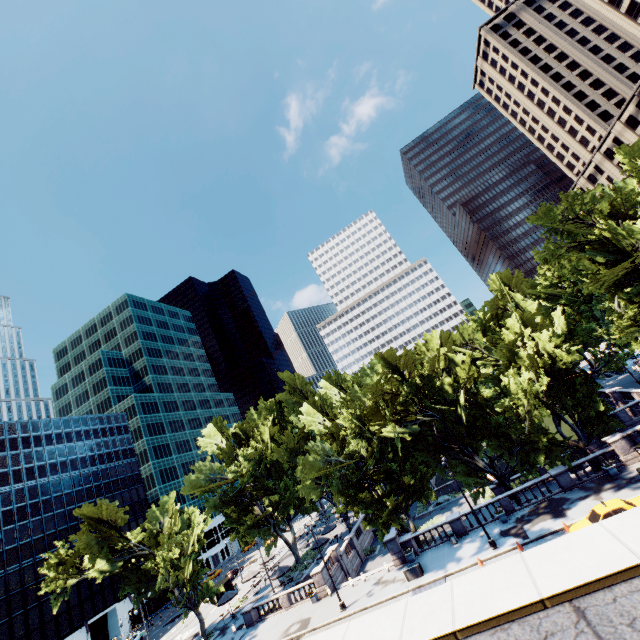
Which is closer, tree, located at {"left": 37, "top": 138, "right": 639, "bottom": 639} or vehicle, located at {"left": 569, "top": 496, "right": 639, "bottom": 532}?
vehicle, located at {"left": 569, "top": 496, "right": 639, "bottom": 532}

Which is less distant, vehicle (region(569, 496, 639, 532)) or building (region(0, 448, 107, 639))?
vehicle (region(569, 496, 639, 532))

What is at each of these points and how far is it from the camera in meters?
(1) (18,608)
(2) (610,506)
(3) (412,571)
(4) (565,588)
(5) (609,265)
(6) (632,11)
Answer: (1) building, 51.0
(2) vehicle, 20.8
(3) container, 27.7
(4) building, 3.8
(5) tree, 35.9
(6) building, 58.2

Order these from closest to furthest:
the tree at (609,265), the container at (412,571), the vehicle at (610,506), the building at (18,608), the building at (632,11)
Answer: the vehicle at (610,506), the container at (412,571), the tree at (609,265), the building at (18,608), the building at (632,11)

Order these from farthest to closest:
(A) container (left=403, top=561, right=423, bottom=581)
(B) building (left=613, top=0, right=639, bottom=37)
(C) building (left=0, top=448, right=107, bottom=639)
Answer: (B) building (left=613, top=0, right=639, bottom=37)
(C) building (left=0, top=448, right=107, bottom=639)
(A) container (left=403, top=561, right=423, bottom=581)

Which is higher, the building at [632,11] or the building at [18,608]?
the building at [632,11]

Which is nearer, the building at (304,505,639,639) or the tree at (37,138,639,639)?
the building at (304,505,639,639)

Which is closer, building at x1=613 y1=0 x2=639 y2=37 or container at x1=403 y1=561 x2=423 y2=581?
container at x1=403 y1=561 x2=423 y2=581
